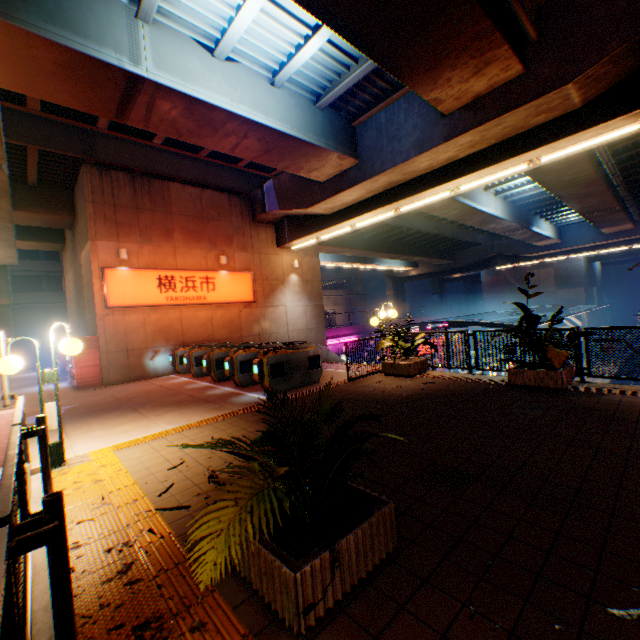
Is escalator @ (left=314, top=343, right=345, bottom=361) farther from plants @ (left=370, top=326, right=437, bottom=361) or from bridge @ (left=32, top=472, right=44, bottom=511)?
bridge @ (left=32, top=472, right=44, bottom=511)

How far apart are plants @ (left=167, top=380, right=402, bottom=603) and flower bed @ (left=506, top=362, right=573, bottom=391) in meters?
5.7 m

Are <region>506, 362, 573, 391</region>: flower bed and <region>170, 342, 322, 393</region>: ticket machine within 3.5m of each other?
no

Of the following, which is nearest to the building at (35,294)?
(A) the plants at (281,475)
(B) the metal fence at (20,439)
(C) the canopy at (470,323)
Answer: (B) the metal fence at (20,439)

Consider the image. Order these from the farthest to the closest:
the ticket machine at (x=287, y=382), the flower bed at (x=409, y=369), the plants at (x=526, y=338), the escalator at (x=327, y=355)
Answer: the escalator at (x=327, y=355), the flower bed at (x=409, y=369), the ticket machine at (x=287, y=382), the plants at (x=526, y=338)

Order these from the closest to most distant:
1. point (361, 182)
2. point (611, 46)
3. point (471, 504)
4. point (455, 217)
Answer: point (471, 504) → point (611, 46) → point (361, 182) → point (455, 217)

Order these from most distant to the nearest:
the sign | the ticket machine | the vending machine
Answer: the sign
the vending machine
the ticket machine

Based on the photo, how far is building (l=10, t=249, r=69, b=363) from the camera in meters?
29.4 m
